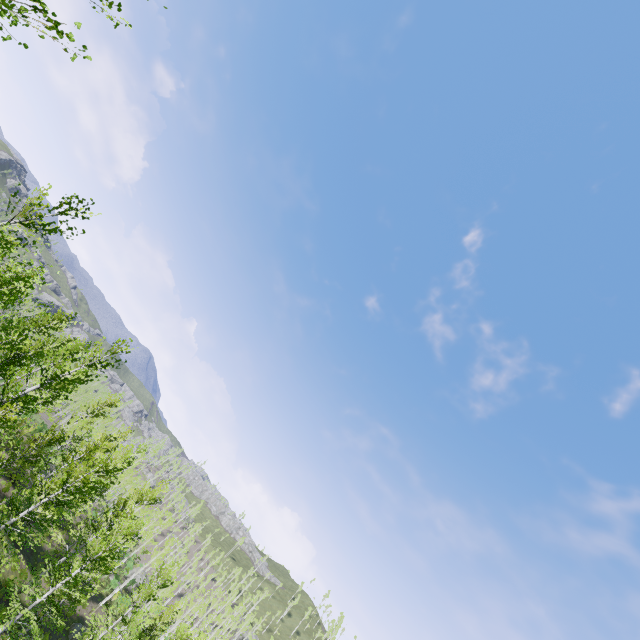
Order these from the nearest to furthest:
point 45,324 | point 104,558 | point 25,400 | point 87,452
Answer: point 25,400 → point 104,558 → point 87,452 → point 45,324

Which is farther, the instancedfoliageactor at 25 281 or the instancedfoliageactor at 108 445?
the instancedfoliageactor at 108 445

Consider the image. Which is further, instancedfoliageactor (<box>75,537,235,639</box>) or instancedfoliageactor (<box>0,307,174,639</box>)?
instancedfoliageactor (<box>75,537,235,639</box>)

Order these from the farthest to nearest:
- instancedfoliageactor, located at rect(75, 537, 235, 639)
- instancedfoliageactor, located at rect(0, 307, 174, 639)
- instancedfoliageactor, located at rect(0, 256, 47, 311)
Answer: instancedfoliageactor, located at rect(75, 537, 235, 639) → instancedfoliageactor, located at rect(0, 307, 174, 639) → instancedfoliageactor, located at rect(0, 256, 47, 311)

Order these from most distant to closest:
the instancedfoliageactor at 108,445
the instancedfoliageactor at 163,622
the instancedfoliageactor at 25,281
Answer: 1. the instancedfoliageactor at 163,622
2. the instancedfoliageactor at 108,445
3. the instancedfoliageactor at 25,281

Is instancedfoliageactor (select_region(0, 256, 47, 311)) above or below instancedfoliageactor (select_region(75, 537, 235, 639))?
above
